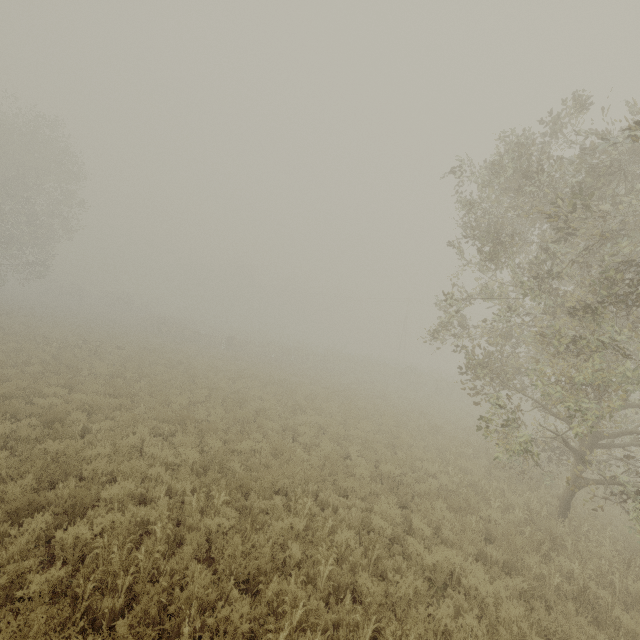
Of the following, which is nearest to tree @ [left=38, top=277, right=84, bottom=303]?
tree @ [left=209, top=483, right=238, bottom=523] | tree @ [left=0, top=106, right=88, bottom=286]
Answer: tree @ [left=0, top=106, right=88, bottom=286]

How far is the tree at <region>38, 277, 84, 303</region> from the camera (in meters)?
53.94

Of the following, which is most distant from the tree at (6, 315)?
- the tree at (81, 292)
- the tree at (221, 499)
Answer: the tree at (221, 499)

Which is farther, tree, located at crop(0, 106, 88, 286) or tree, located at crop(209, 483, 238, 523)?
tree, located at crop(0, 106, 88, 286)

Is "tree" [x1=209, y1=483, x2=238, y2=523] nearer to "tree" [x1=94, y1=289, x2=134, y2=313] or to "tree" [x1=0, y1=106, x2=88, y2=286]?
"tree" [x1=94, y1=289, x2=134, y2=313]

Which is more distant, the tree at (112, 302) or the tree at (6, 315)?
the tree at (112, 302)

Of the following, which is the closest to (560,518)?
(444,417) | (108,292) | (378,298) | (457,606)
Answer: (457,606)
